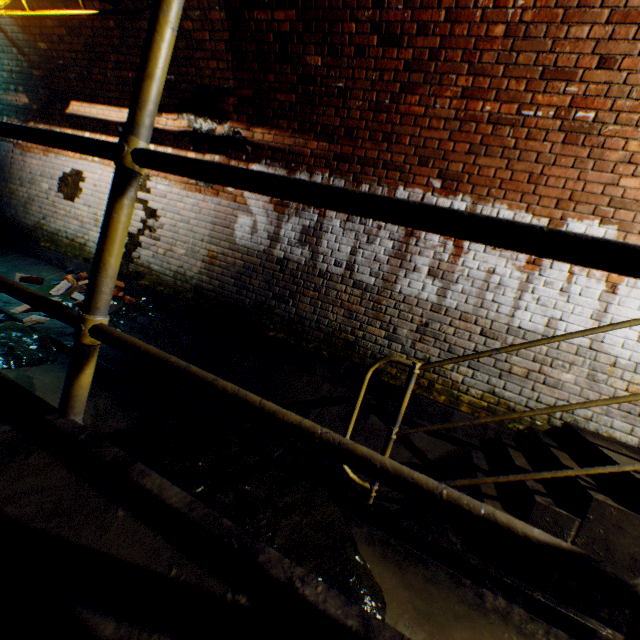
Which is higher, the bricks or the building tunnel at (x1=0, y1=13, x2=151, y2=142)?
the building tunnel at (x1=0, y1=13, x2=151, y2=142)

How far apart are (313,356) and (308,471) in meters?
1.6

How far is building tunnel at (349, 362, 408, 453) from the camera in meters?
3.2 m

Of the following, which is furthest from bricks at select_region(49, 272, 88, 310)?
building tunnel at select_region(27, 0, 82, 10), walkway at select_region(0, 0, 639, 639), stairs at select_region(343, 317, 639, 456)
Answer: stairs at select_region(343, 317, 639, 456)

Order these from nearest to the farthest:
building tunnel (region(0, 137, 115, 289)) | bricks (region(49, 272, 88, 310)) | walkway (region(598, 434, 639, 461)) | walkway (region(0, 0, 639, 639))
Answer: walkway (region(0, 0, 639, 639))
walkway (region(598, 434, 639, 461))
bricks (region(49, 272, 88, 310))
building tunnel (region(0, 137, 115, 289))

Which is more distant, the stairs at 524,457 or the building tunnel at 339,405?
the building tunnel at 339,405

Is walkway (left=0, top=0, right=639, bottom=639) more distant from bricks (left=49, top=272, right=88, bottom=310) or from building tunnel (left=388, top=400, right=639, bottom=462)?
bricks (left=49, top=272, right=88, bottom=310)

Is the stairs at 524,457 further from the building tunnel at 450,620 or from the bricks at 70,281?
the bricks at 70,281
